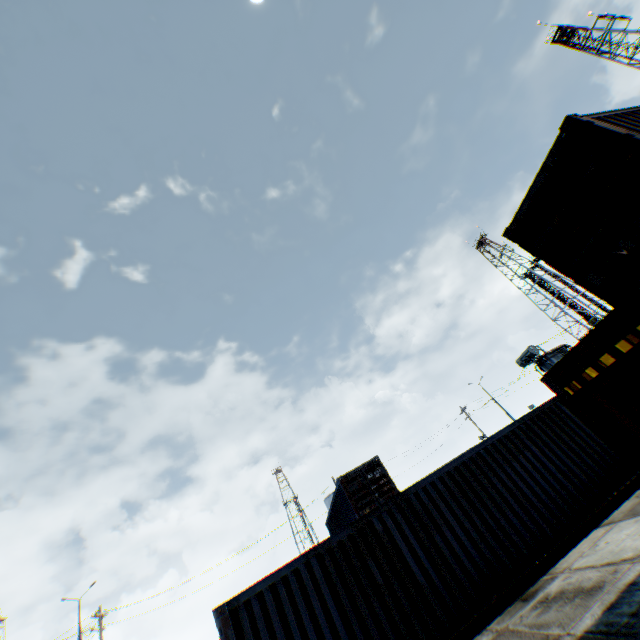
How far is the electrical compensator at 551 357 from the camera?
23.2 meters

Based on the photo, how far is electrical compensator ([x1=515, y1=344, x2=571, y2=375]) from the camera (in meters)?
23.19

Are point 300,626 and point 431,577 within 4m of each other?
yes
